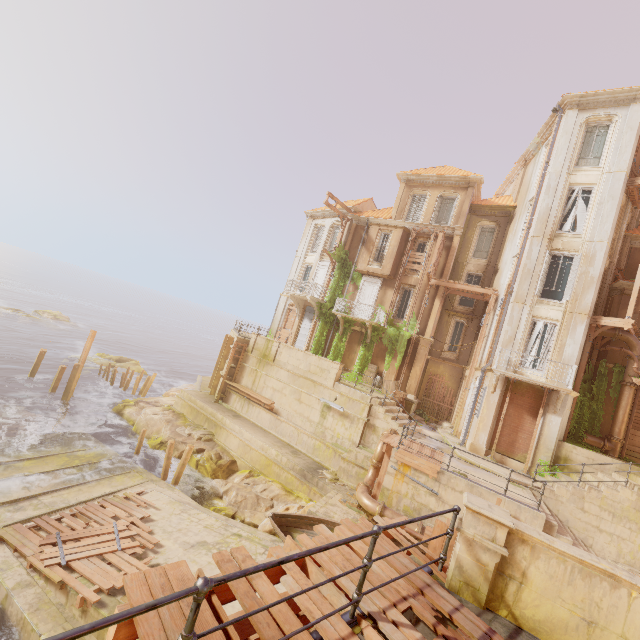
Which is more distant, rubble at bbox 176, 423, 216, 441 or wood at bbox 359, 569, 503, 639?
rubble at bbox 176, 423, 216, 441

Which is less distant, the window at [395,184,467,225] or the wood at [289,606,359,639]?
the wood at [289,606,359,639]

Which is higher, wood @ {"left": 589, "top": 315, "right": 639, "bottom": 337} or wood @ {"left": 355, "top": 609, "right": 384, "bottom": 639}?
wood @ {"left": 589, "top": 315, "right": 639, "bottom": 337}

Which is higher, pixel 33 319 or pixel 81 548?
pixel 81 548

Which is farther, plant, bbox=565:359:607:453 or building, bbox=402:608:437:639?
plant, bbox=565:359:607:453

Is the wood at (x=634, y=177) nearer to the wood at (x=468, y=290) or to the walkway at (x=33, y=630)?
the wood at (x=468, y=290)

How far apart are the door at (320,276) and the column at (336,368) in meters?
9.0

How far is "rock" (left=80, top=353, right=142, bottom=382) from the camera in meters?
32.3
